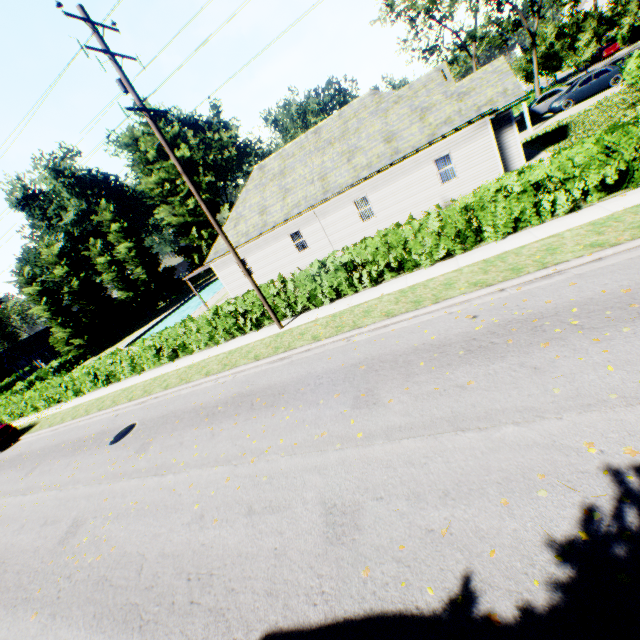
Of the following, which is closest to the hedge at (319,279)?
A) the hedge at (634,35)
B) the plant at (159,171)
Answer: the plant at (159,171)

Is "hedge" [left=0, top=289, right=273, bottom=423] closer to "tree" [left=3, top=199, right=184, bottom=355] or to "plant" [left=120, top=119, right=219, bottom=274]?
"tree" [left=3, top=199, right=184, bottom=355]

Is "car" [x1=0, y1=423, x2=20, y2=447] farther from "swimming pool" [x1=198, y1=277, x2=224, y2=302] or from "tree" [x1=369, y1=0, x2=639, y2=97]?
"tree" [x1=369, y1=0, x2=639, y2=97]

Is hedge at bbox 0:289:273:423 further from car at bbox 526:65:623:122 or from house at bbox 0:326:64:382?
car at bbox 526:65:623:122

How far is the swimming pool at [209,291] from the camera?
45.2 meters

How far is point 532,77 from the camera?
42.7 meters

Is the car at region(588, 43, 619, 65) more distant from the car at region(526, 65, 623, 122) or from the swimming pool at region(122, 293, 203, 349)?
the swimming pool at region(122, 293, 203, 349)

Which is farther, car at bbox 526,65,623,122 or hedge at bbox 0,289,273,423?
car at bbox 526,65,623,122
